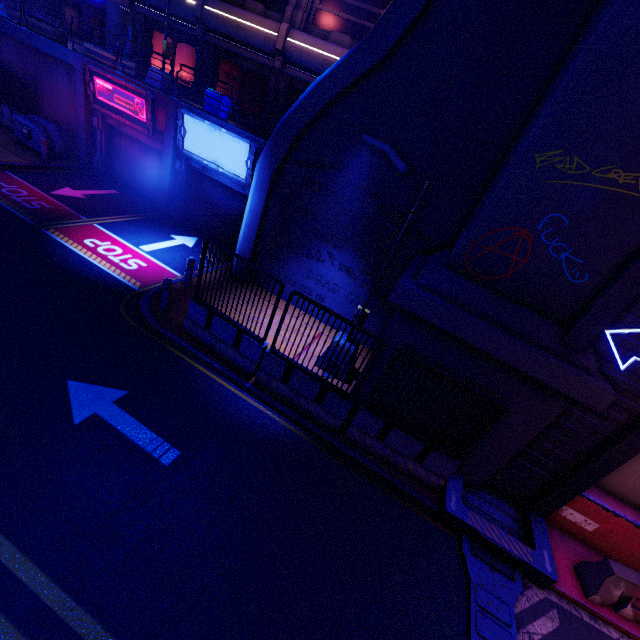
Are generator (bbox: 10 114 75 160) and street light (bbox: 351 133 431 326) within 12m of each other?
no

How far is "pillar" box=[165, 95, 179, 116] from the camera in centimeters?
1288cm

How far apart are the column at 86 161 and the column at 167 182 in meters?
4.7 m

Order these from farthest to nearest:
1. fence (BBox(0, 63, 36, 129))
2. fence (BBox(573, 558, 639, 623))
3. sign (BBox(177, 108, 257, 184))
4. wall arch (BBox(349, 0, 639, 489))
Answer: fence (BBox(0, 63, 36, 129))
sign (BBox(177, 108, 257, 184))
fence (BBox(573, 558, 639, 623))
wall arch (BBox(349, 0, 639, 489))

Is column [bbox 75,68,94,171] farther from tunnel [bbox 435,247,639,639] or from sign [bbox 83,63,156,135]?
tunnel [bbox 435,247,639,639]

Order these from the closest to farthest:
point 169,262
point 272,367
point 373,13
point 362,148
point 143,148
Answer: point 272,367
point 362,148
point 169,262
point 373,13
point 143,148

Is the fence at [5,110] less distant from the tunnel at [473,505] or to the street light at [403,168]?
the street light at [403,168]

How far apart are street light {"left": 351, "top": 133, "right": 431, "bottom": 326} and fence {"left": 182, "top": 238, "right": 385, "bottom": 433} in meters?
1.3 m
